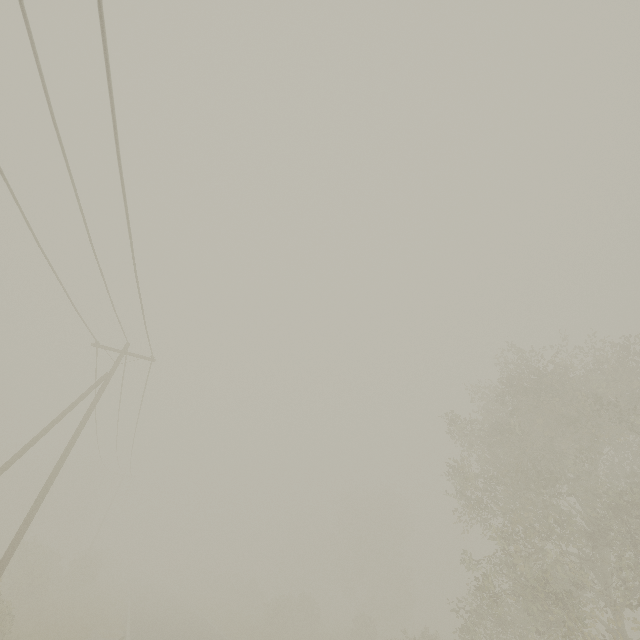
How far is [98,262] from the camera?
10.17m

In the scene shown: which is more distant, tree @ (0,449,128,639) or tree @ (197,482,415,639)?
tree @ (197,482,415,639)

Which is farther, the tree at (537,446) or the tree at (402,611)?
the tree at (402,611)

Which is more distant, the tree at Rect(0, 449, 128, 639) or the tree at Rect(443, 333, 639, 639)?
the tree at Rect(0, 449, 128, 639)

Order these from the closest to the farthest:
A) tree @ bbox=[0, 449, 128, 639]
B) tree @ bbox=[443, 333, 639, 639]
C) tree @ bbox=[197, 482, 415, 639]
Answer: tree @ bbox=[443, 333, 639, 639], tree @ bbox=[0, 449, 128, 639], tree @ bbox=[197, 482, 415, 639]
